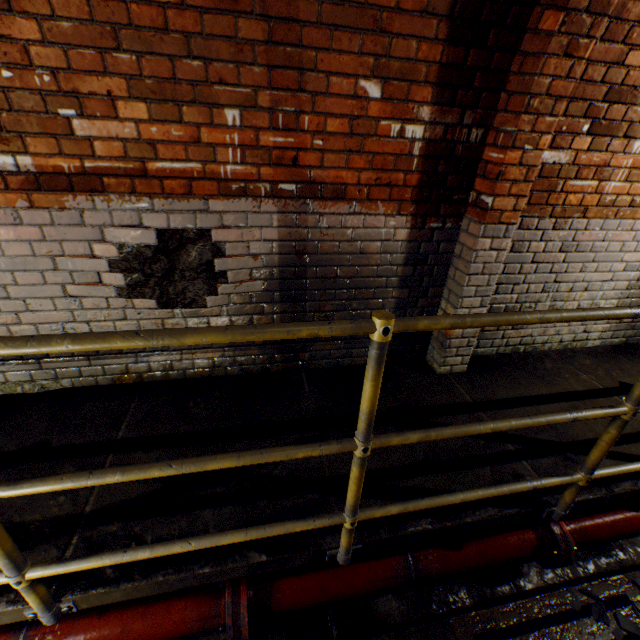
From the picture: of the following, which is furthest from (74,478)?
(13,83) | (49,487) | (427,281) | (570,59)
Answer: (570,59)

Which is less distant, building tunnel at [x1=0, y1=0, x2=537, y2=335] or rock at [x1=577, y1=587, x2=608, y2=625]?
building tunnel at [x1=0, y1=0, x2=537, y2=335]

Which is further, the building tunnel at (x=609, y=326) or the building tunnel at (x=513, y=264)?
the building tunnel at (x=609, y=326)

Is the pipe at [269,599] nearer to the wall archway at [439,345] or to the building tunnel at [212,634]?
the building tunnel at [212,634]

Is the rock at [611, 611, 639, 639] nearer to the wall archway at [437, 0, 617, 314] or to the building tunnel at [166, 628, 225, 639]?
the building tunnel at [166, 628, 225, 639]

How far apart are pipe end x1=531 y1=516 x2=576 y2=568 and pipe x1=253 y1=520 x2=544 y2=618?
0.06m

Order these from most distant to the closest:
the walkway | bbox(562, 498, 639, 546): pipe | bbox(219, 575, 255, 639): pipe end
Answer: bbox(562, 498, 639, 546): pipe < bbox(219, 575, 255, 639): pipe end < the walkway

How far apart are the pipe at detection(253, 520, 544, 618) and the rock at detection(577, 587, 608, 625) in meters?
0.5
